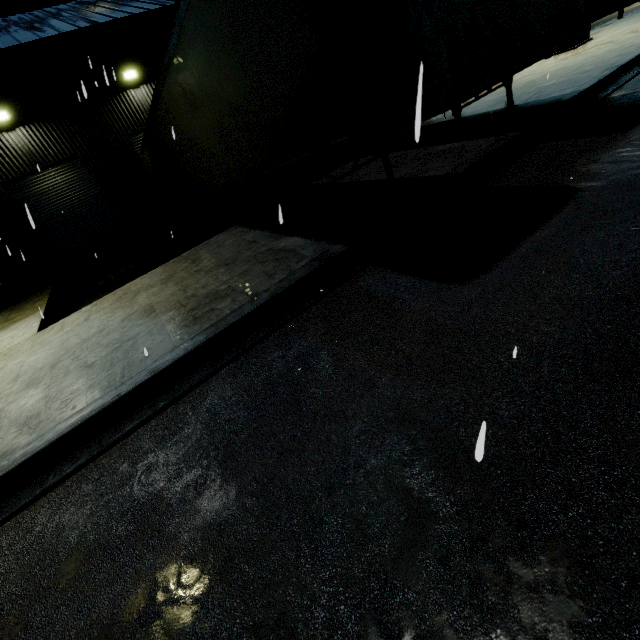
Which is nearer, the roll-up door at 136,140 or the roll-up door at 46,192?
the roll-up door at 46,192

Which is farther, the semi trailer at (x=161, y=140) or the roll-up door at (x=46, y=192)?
the roll-up door at (x=46, y=192)

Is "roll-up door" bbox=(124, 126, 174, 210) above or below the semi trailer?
above

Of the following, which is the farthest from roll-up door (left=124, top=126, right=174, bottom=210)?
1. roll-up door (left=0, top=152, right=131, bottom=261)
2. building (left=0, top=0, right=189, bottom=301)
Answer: roll-up door (left=0, top=152, right=131, bottom=261)

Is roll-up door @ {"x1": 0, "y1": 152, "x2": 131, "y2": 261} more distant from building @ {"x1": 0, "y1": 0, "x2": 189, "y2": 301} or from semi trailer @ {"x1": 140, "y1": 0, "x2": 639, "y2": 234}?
semi trailer @ {"x1": 140, "y1": 0, "x2": 639, "y2": 234}

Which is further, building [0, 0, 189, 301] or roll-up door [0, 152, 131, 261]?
roll-up door [0, 152, 131, 261]

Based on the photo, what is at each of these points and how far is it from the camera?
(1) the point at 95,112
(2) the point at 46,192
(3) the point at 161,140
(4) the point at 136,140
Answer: (1) building, 13.2m
(2) roll-up door, 13.3m
(3) semi trailer, 10.4m
(4) roll-up door, 14.4m
